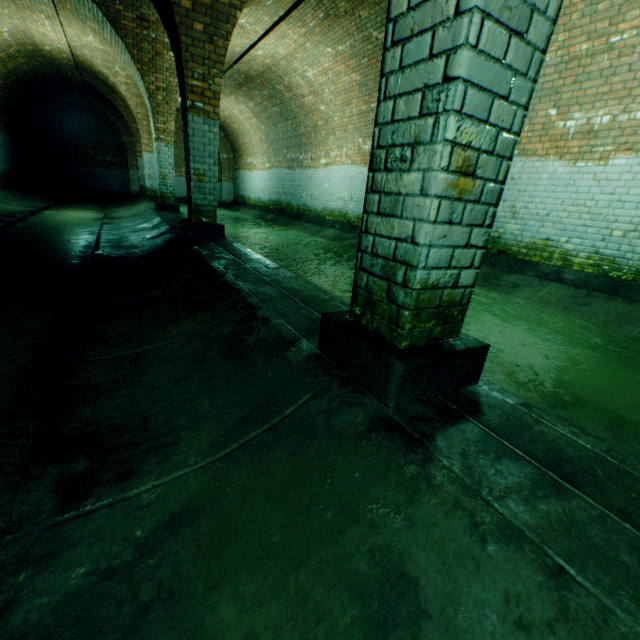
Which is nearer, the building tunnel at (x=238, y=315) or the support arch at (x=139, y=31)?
the building tunnel at (x=238, y=315)

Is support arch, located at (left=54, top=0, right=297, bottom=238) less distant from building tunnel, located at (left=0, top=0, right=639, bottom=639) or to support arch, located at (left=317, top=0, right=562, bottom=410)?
building tunnel, located at (left=0, top=0, right=639, bottom=639)

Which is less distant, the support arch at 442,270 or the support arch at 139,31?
the support arch at 442,270

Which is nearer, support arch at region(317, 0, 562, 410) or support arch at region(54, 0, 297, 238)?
support arch at region(317, 0, 562, 410)

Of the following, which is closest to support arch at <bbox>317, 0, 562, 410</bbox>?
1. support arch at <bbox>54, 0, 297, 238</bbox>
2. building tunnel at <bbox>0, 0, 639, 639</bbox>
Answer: building tunnel at <bbox>0, 0, 639, 639</bbox>

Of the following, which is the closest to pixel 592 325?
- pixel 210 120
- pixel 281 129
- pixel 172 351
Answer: pixel 172 351
